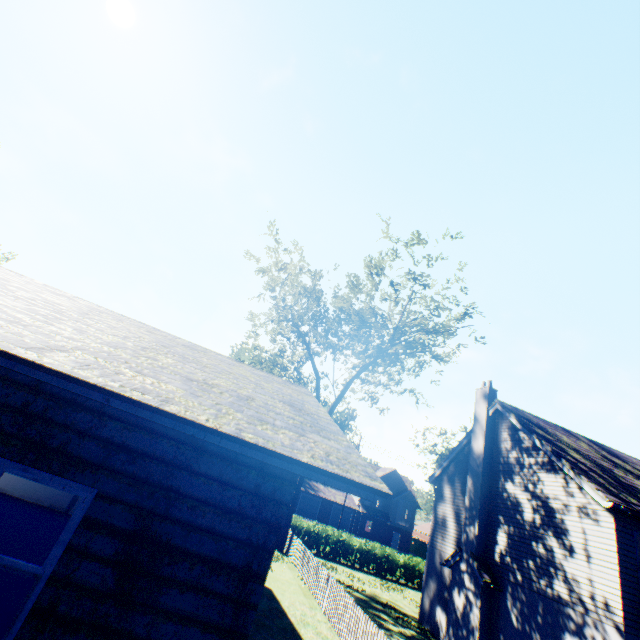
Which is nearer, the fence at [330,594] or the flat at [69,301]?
the flat at [69,301]

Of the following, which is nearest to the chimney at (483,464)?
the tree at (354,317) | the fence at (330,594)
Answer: the fence at (330,594)

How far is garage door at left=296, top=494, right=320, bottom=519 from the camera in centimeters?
4919cm

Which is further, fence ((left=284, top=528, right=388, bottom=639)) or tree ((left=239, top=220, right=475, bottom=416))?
tree ((left=239, top=220, right=475, bottom=416))

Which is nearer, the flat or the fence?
the flat

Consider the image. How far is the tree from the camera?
21.55m

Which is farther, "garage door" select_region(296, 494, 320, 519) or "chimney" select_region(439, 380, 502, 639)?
"garage door" select_region(296, 494, 320, 519)

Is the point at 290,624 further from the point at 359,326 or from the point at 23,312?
the point at 359,326
